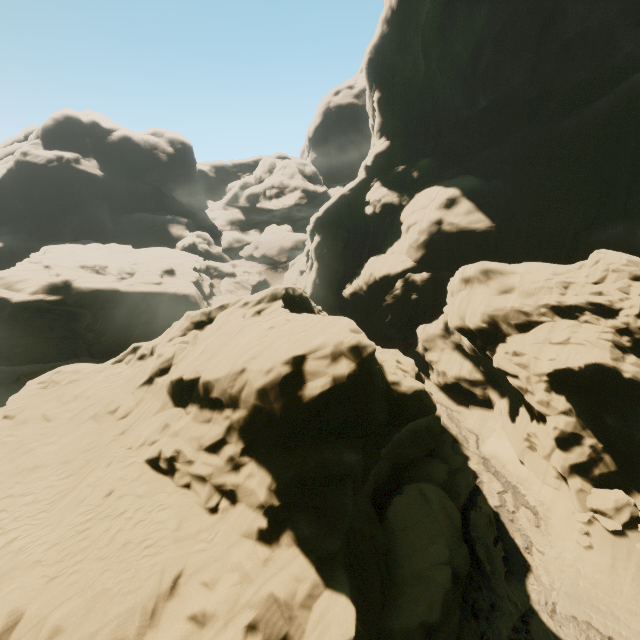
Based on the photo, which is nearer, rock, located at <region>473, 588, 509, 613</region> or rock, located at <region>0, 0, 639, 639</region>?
rock, located at <region>0, 0, 639, 639</region>

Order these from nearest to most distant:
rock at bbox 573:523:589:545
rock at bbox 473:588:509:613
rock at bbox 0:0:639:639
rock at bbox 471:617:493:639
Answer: rock at bbox 0:0:639:639
rock at bbox 471:617:493:639
rock at bbox 473:588:509:613
rock at bbox 573:523:589:545

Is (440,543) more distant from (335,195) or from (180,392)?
(335,195)

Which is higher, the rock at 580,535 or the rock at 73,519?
the rock at 73,519

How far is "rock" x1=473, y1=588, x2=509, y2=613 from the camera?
12.4 meters

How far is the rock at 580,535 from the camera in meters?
13.9

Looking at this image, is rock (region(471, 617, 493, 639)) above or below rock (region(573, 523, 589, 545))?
below
